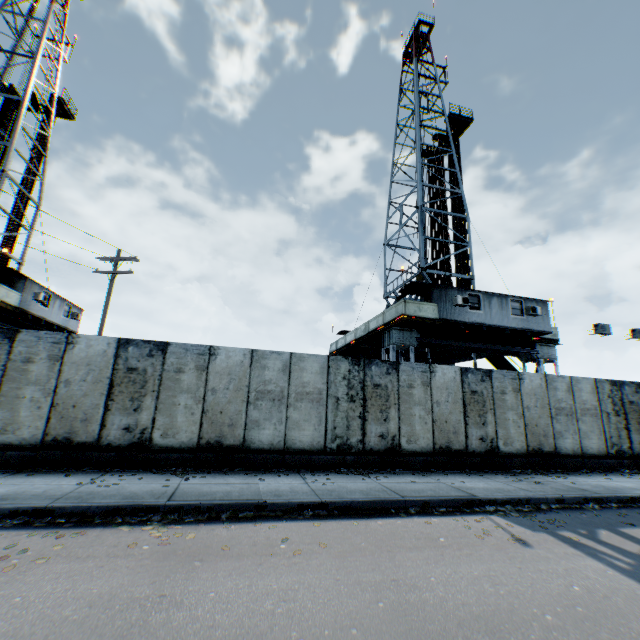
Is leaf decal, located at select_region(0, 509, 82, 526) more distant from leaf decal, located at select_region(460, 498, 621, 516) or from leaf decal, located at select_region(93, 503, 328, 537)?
leaf decal, located at select_region(460, 498, 621, 516)

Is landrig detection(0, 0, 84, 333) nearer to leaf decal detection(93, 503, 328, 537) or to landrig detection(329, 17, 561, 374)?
leaf decal detection(93, 503, 328, 537)

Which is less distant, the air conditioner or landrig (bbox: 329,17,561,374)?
landrig (bbox: 329,17,561,374)

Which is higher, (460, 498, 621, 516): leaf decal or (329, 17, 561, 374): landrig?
(329, 17, 561, 374): landrig

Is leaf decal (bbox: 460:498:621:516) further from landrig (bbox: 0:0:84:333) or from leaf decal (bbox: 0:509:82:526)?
landrig (bbox: 0:0:84:333)

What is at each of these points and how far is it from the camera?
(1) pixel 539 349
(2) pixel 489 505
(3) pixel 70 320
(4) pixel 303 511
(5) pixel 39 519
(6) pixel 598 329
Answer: (1) landrig, 18.69m
(2) leaf decal, 7.29m
(3) landrig, 22.92m
(4) leaf decal, 6.29m
(5) leaf decal, 5.29m
(6) air conditioner, 17.78m

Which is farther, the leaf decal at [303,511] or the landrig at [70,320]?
the landrig at [70,320]

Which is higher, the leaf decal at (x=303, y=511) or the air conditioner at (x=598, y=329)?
the air conditioner at (x=598, y=329)
